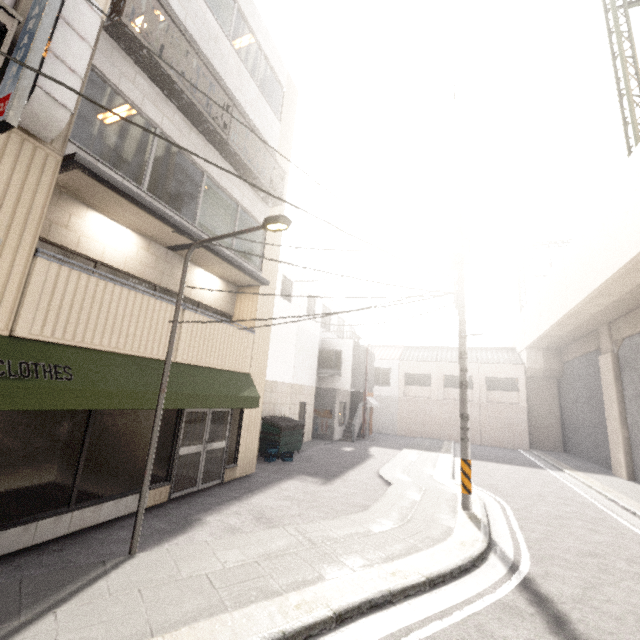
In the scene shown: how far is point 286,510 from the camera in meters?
7.4

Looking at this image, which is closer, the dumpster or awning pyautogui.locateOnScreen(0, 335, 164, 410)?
awning pyautogui.locateOnScreen(0, 335, 164, 410)

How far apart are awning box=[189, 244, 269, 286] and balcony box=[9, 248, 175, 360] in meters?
1.5 m

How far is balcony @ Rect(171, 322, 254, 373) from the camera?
7.5m

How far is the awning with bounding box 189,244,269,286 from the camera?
8.3m

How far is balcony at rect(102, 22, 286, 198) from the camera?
6.31m

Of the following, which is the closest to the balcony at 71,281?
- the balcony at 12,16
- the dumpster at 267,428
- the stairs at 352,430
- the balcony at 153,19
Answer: the balcony at 12,16

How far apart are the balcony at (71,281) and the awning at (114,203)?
1.5 meters
